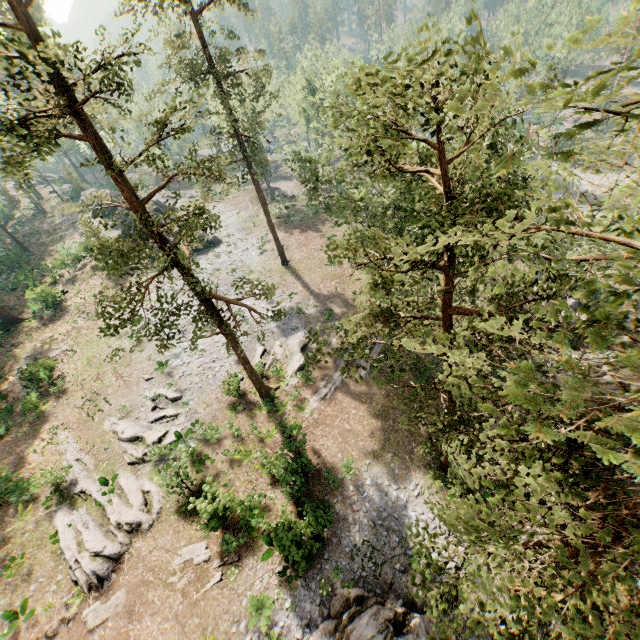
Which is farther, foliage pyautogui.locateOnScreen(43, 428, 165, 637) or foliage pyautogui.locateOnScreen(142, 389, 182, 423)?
foliage pyautogui.locateOnScreen(142, 389, 182, 423)

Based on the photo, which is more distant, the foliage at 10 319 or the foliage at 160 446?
the foliage at 10 319

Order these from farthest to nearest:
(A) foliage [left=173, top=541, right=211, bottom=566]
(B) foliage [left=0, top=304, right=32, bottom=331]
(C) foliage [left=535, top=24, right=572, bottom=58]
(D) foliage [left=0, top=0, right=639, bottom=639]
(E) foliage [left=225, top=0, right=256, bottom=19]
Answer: (B) foliage [left=0, top=304, right=32, bottom=331] → (E) foliage [left=225, top=0, right=256, bottom=19] → (A) foliage [left=173, top=541, right=211, bottom=566] → (D) foliage [left=0, top=0, right=639, bottom=639] → (C) foliage [left=535, top=24, right=572, bottom=58]

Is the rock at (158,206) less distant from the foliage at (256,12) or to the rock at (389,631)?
the foliage at (256,12)

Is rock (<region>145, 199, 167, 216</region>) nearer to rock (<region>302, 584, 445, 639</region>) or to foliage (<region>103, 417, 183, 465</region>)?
foliage (<region>103, 417, 183, 465</region>)

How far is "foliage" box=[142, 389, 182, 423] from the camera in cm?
2459

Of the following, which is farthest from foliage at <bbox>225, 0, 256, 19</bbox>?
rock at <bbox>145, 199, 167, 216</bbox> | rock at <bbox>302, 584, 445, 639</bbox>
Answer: rock at <bbox>302, 584, 445, 639</bbox>

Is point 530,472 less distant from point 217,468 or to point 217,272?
point 217,468
